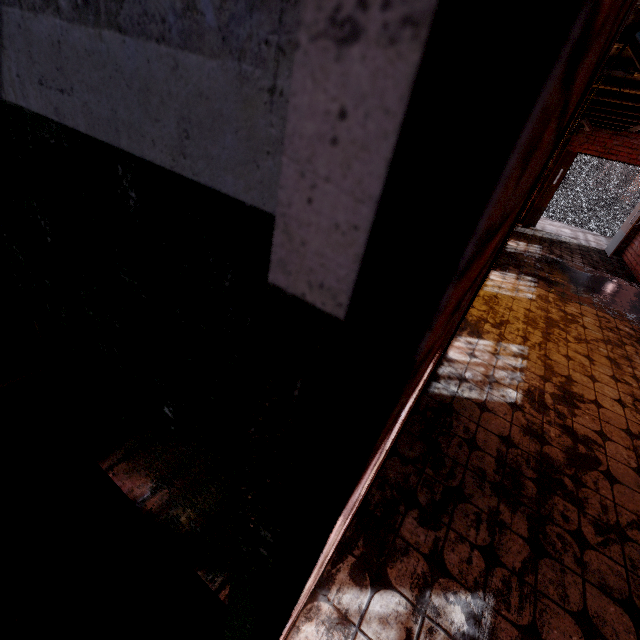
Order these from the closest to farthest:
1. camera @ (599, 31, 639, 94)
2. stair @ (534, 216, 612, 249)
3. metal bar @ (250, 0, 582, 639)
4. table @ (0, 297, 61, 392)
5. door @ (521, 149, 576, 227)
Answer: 1. metal bar @ (250, 0, 582, 639)
2. table @ (0, 297, 61, 392)
3. camera @ (599, 31, 639, 94)
4. door @ (521, 149, 576, 227)
5. stair @ (534, 216, 612, 249)

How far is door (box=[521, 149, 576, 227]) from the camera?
8.9 meters

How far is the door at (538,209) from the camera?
8.91m

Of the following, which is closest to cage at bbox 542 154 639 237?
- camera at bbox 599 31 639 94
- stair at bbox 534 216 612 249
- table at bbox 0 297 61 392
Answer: stair at bbox 534 216 612 249

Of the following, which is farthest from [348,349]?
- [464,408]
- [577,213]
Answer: [577,213]

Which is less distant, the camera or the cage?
the camera

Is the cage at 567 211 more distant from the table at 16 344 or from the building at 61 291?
the table at 16 344

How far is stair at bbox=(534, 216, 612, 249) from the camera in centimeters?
1011cm
